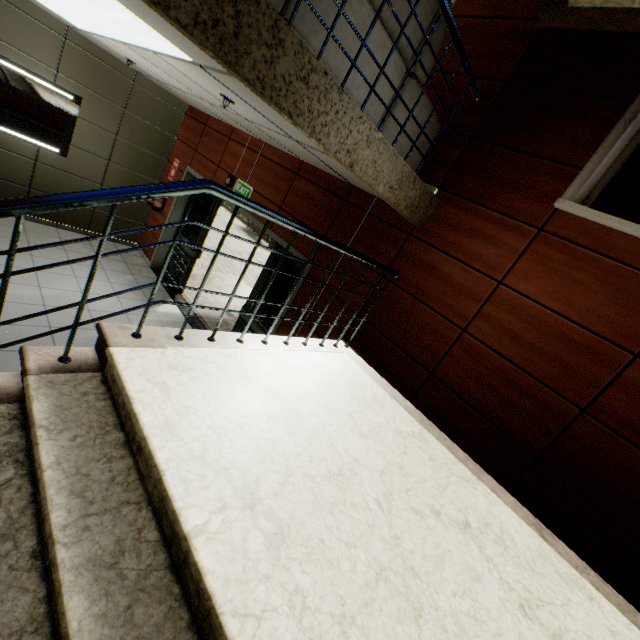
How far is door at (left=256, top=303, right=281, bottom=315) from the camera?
4.8 meters

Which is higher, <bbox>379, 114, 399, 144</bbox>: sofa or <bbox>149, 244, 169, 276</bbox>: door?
<bbox>379, 114, 399, 144</bbox>: sofa

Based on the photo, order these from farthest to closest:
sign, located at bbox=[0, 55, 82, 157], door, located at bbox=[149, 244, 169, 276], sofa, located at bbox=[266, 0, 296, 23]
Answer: door, located at bbox=[149, 244, 169, 276] → sign, located at bbox=[0, 55, 82, 157] → sofa, located at bbox=[266, 0, 296, 23]

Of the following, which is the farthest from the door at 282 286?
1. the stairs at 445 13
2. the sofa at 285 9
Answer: the sofa at 285 9

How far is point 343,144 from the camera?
2.03m

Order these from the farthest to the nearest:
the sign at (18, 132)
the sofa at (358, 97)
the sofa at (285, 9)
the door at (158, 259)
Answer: the door at (158, 259)
the sign at (18, 132)
the sofa at (358, 97)
the sofa at (285, 9)

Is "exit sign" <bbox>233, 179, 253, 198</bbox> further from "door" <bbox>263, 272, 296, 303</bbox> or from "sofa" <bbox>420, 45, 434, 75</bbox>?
"sofa" <bbox>420, 45, 434, 75</bbox>
